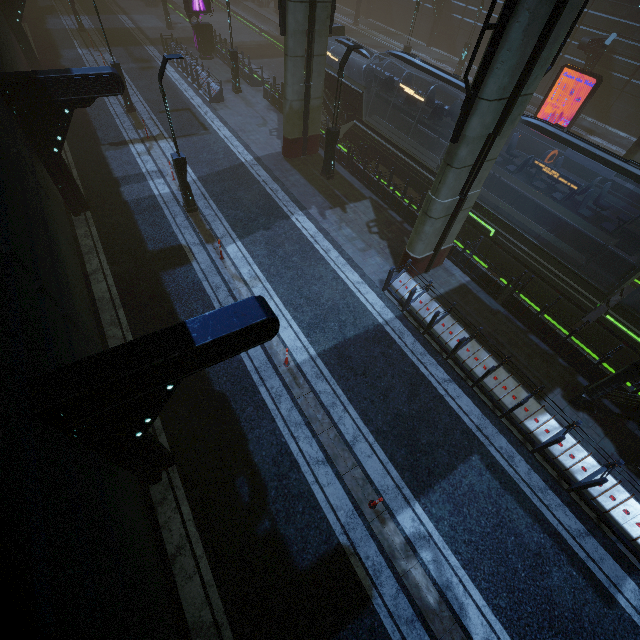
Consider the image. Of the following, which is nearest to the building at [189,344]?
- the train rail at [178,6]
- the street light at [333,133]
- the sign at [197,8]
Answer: the train rail at [178,6]

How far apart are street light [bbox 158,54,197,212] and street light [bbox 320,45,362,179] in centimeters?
666cm

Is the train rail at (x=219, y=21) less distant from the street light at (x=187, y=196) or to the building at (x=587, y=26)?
the building at (x=587, y=26)

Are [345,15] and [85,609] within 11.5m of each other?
no

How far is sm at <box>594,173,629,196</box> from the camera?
18.41m

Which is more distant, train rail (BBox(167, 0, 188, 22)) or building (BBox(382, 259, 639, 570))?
train rail (BBox(167, 0, 188, 22))

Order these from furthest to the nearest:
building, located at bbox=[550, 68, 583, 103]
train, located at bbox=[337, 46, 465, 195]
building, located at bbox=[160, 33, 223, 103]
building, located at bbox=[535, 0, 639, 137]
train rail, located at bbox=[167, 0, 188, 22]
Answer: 1. train rail, located at bbox=[167, 0, 188, 22]
2. building, located at bbox=[550, 68, 583, 103]
3. building, located at bbox=[535, 0, 639, 137]
4. building, located at bbox=[160, 33, 223, 103]
5. train, located at bbox=[337, 46, 465, 195]

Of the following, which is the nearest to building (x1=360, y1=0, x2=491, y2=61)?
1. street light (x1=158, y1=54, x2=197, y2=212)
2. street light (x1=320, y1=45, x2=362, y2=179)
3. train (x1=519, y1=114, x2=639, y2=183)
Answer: street light (x1=320, y1=45, x2=362, y2=179)
